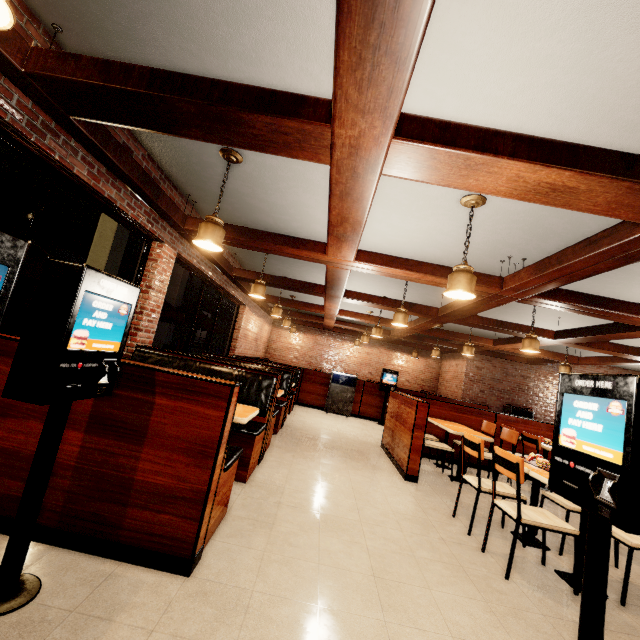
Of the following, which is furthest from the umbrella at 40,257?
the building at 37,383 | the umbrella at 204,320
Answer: the umbrella at 204,320

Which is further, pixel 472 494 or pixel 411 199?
pixel 472 494

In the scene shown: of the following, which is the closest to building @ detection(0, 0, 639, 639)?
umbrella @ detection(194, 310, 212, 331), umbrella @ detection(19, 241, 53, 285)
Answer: umbrella @ detection(194, 310, 212, 331)

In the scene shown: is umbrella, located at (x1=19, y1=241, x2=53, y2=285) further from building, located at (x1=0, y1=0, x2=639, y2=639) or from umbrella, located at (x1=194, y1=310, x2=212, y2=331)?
umbrella, located at (x1=194, y1=310, x2=212, y2=331)

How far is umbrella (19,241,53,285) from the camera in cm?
331

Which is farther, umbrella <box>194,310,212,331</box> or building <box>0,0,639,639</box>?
umbrella <box>194,310,212,331</box>

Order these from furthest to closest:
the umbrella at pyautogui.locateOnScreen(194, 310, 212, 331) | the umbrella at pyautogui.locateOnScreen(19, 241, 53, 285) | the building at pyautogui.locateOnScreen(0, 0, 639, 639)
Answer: the umbrella at pyautogui.locateOnScreen(194, 310, 212, 331) → the umbrella at pyautogui.locateOnScreen(19, 241, 53, 285) → the building at pyautogui.locateOnScreen(0, 0, 639, 639)

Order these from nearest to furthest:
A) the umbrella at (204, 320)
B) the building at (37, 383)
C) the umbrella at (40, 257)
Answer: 1. the building at (37, 383)
2. the umbrella at (40, 257)
3. the umbrella at (204, 320)
